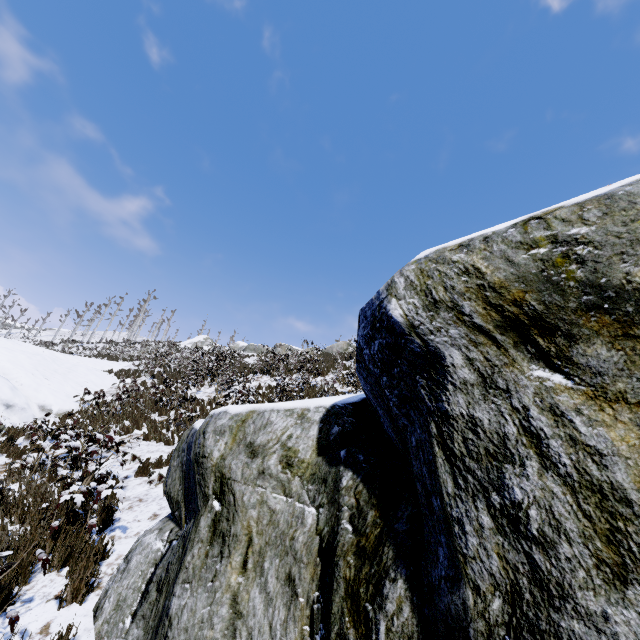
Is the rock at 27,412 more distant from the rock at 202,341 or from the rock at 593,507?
the rock at 202,341

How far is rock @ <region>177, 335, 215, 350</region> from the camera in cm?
4209

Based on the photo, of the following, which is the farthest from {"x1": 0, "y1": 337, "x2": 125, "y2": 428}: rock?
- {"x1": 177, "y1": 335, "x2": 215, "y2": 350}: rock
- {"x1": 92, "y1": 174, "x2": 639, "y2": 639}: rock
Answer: {"x1": 177, "y1": 335, "x2": 215, "y2": 350}: rock

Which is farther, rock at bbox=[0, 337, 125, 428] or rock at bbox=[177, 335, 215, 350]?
rock at bbox=[177, 335, 215, 350]

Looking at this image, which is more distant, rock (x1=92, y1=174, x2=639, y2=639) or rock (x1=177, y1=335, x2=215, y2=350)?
rock (x1=177, y1=335, x2=215, y2=350)

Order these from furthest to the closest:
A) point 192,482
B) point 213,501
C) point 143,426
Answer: point 143,426, point 192,482, point 213,501

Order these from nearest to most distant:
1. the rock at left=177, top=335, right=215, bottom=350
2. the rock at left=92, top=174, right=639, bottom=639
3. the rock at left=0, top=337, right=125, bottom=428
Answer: the rock at left=92, top=174, right=639, bottom=639, the rock at left=0, top=337, right=125, bottom=428, the rock at left=177, top=335, right=215, bottom=350

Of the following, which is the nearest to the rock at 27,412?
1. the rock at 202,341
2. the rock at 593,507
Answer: the rock at 593,507
